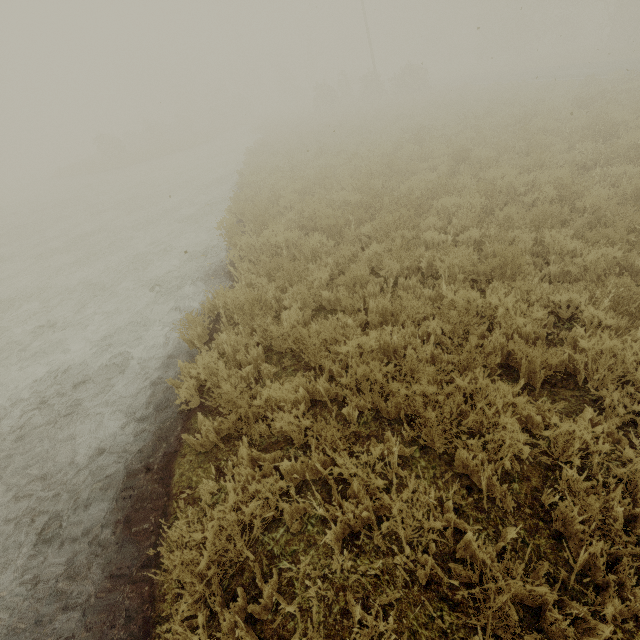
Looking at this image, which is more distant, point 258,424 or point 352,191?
point 352,191
